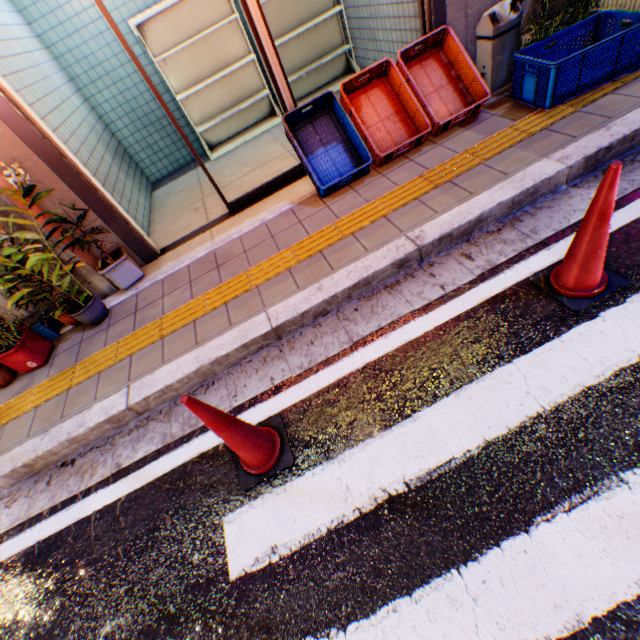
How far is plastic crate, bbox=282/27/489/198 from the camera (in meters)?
3.43

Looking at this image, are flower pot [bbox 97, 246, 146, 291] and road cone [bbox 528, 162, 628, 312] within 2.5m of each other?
no

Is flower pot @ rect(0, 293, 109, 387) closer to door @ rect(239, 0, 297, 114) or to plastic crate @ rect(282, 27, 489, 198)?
door @ rect(239, 0, 297, 114)

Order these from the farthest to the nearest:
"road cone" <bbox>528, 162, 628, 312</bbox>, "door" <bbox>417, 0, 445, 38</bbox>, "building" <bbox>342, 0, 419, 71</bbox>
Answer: "building" <bbox>342, 0, 419, 71</bbox> < "door" <bbox>417, 0, 445, 38</bbox> < "road cone" <bbox>528, 162, 628, 312</bbox>

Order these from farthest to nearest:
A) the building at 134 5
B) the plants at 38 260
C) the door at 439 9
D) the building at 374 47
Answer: the building at 134 5 < the building at 374 47 < the door at 439 9 < the plants at 38 260

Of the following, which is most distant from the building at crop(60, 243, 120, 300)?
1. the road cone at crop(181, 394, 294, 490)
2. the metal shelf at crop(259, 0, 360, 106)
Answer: the road cone at crop(181, 394, 294, 490)

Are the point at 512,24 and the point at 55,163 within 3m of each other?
no

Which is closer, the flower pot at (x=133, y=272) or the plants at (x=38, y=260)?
the plants at (x=38, y=260)
